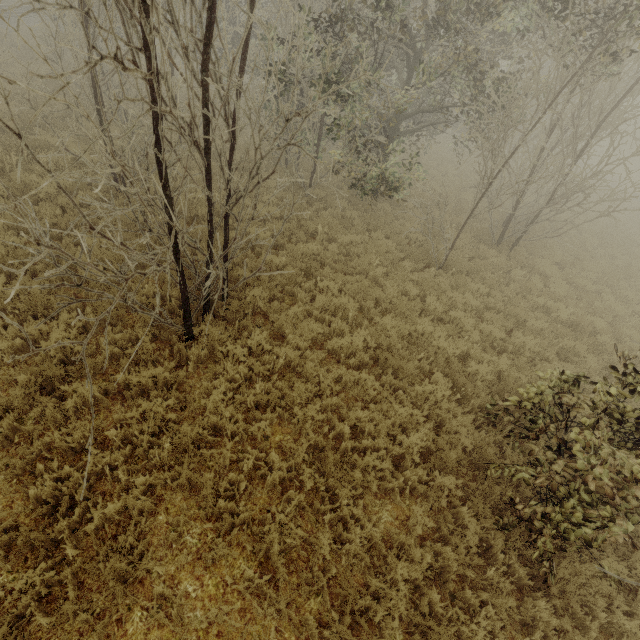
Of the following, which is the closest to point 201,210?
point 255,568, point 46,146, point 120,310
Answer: point 120,310

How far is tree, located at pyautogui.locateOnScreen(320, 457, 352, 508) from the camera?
4.43m

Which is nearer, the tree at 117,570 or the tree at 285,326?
the tree at 117,570

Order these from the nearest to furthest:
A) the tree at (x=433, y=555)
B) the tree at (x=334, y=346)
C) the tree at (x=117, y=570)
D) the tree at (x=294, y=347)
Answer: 1. the tree at (x=117, y=570)
2. the tree at (x=433, y=555)
3. the tree at (x=294, y=347)
4. the tree at (x=334, y=346)

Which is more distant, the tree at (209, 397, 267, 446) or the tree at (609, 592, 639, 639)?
the tree at (209, 397, 267, 446)
